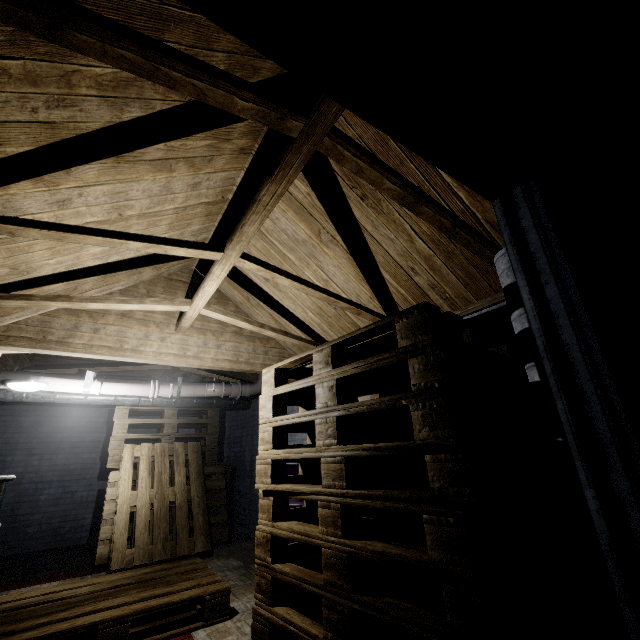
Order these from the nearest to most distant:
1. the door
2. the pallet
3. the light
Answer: the door → the pallet → the light

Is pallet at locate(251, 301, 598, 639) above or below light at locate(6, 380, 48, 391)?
below

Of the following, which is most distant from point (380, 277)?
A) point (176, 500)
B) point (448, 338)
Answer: point (176, 500)

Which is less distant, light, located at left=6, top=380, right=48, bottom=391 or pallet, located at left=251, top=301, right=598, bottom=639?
pallet, located at left=251, top=301, right=598, bottom=639

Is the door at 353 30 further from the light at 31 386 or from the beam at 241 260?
the light at 31 386

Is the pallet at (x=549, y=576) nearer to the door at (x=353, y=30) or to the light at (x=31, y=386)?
the door at (x=353, y=30)

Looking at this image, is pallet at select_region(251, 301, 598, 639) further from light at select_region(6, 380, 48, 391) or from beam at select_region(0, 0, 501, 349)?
light at select_region(6, 380, 48, 391)

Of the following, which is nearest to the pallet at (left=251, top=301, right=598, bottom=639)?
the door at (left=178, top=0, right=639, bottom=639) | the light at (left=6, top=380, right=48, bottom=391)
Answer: the door at (left=178, top=0, right=639, bottom=639)
